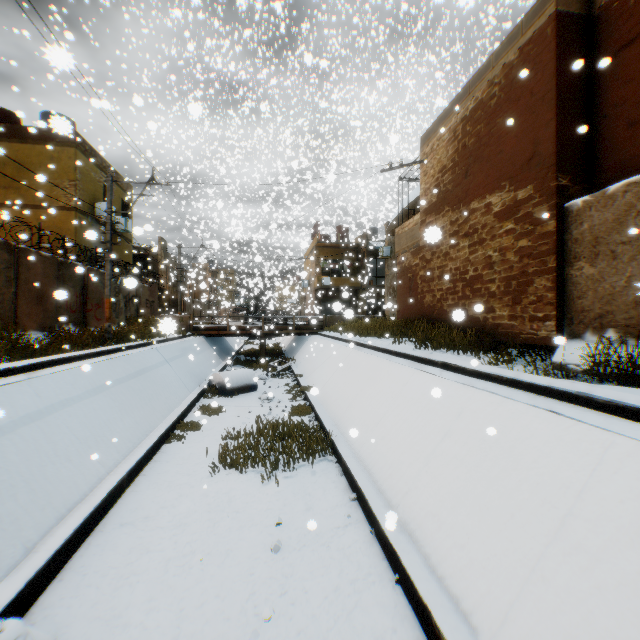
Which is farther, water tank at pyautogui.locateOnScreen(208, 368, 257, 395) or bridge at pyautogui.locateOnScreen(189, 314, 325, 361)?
bridge at pyautogui.locateOnScreen(189, 314, 325, 361)

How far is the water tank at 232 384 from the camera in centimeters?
1485cm

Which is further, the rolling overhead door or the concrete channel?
the rolling overhead door

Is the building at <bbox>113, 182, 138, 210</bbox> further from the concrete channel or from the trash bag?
the trash bag

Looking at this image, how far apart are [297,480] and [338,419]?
2.7 meters

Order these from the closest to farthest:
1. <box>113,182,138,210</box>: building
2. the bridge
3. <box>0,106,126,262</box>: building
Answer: <box>0,106,126,262</box>: building < <box>113,182,138,210</box>: building < the bridge

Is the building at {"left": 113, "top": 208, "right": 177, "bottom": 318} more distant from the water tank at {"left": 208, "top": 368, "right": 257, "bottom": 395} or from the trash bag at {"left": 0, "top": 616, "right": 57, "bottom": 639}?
the trash bag at {"left": 0, "top": 616, "right": 57, "bottom": 639}

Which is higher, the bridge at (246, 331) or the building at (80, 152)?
the building at (80, 152)
